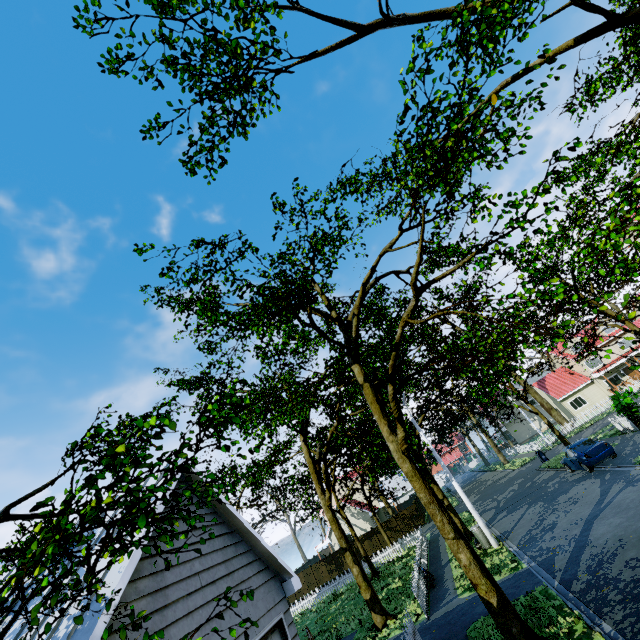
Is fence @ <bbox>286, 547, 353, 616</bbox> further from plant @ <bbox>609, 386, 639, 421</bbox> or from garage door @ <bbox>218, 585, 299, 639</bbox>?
plant @ <bbox>609, 386, 639, 421</bbox>

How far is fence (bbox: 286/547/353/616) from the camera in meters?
26.2

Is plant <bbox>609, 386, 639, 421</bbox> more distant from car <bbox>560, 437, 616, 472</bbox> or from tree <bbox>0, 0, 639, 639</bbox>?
tree <bbox>0, 0, 639, 639</bbox>

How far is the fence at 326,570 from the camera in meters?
26.2 m

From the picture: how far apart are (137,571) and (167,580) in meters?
0.7

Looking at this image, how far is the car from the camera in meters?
17.5

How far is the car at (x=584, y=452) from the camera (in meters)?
17.47
